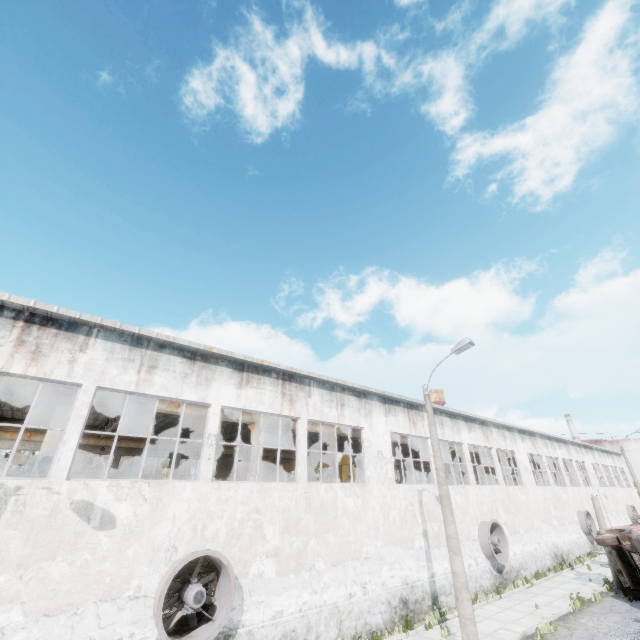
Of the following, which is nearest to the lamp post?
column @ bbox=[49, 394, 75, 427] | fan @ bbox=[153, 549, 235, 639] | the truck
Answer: fan @ bbox=[153, 549, 235, 639]

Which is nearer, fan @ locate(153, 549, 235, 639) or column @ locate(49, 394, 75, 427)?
fan @ locate(153, 549, 235, 639)

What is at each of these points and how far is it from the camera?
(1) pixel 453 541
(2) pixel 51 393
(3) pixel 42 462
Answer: (1) lamp post, 10.9m
(2) beam, 11.5m
(3) column, 10.9m

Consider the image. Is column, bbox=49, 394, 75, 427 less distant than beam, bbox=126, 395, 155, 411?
Yes

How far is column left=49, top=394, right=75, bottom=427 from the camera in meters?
11.2 m

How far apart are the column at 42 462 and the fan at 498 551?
21.2 meters

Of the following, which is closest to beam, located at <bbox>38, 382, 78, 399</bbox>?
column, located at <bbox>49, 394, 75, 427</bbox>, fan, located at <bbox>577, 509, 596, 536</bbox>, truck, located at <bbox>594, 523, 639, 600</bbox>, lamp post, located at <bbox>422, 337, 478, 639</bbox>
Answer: column, located at <bbox>49, 394, 75, 427</bbox>

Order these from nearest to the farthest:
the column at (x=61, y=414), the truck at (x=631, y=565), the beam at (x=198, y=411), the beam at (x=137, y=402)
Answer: the column at (x=61, y=414), the beam at (x=137, y=402), the beam at (x=198, y=411), the truck at (x=631, y=565)
